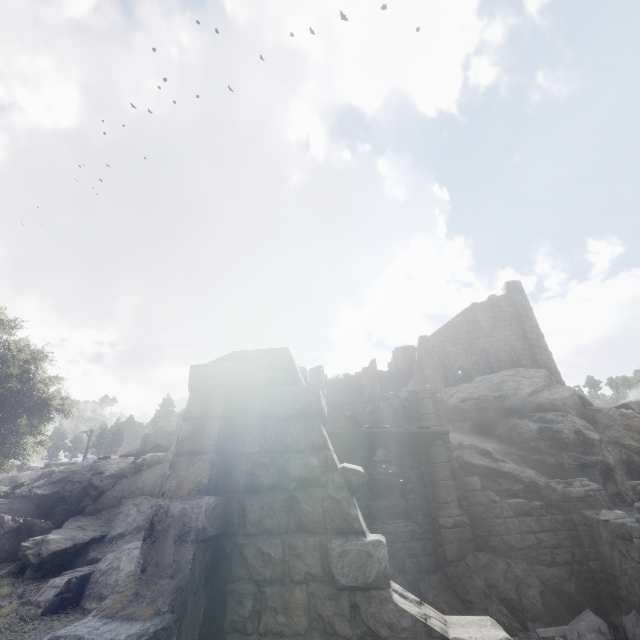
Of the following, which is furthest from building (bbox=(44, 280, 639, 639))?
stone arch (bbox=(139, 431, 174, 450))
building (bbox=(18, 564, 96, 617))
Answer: stone arch (bbox=(139, 431, 174, 450))

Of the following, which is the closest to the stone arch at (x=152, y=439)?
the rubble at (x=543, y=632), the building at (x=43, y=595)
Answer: the building at (x=43, y=595)

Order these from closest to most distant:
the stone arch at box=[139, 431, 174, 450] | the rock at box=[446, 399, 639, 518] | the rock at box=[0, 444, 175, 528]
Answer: the rock at box=[446, 399, 639, 518] < the rock at box=[0, 444, 175, 528] < the stone arch at box=[139, 431, 174, 450]

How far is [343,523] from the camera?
3.95m

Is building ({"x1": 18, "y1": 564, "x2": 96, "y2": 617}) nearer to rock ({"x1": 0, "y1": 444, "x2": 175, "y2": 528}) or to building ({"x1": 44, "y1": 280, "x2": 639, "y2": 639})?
rock ({"x1": 0, "y1": 444, "x2": 175, "y2": 528})

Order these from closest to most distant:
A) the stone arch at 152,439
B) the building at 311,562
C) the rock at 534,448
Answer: the building at 311,562 < the rock at 534,448 < the stone arch at 152,439

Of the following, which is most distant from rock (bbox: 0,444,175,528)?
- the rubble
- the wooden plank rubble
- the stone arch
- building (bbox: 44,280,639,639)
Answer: the stone arch

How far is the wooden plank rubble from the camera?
9.8 meters
